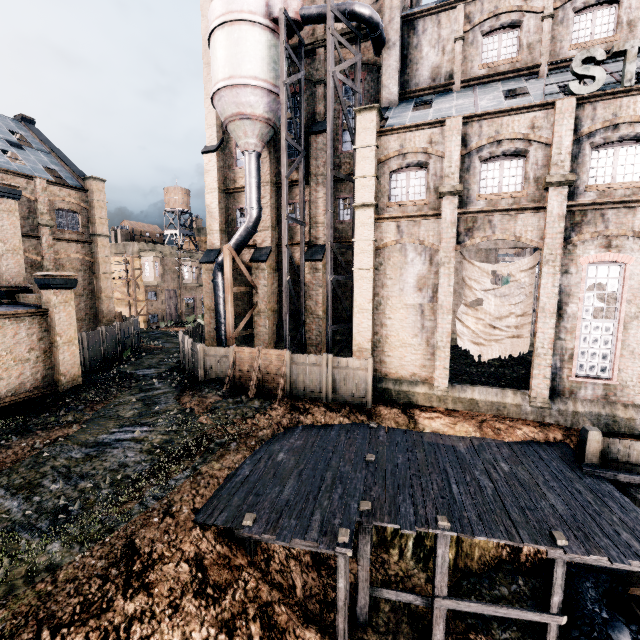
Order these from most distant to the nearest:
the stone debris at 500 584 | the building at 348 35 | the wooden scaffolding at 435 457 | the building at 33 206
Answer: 1. the building at 348 35
2. the building at 33 206
3. the stone debris at 500 584
4. the wooden scaffolding at 435 457

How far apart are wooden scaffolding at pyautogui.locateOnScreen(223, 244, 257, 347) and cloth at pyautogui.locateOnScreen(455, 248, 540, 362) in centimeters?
1388cm

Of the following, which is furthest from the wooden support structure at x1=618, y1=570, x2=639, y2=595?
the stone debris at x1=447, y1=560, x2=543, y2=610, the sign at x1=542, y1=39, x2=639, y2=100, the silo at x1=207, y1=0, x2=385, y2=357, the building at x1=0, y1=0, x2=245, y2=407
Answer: the sign at x1=542, y1=39, x2=639, y2=100

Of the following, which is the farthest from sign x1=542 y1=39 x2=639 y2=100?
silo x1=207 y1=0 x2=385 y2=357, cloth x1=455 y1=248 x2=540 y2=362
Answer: silo x1=207 y1=0 x2=385 y2=357

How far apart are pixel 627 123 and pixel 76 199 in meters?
37.6 m

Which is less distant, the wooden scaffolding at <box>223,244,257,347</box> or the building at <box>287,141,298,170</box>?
the wooden scaffolding at <box>223,244,257,347</box>

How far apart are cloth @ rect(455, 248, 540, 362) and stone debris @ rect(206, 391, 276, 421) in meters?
10.7 m

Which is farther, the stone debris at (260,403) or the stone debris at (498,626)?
the stone debris at (260,403)
